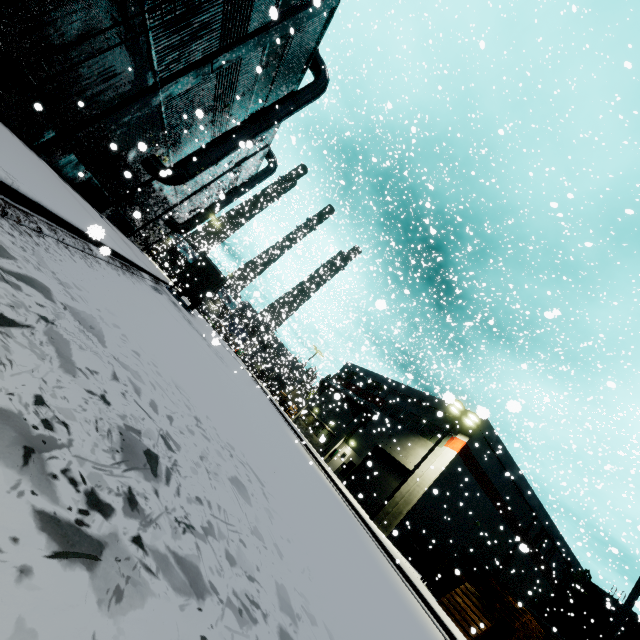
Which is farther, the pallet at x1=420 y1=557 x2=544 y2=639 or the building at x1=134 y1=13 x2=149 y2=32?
the pallet at x1=420 y1=557 x2=544 y2=639

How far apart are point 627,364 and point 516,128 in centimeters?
2579cm

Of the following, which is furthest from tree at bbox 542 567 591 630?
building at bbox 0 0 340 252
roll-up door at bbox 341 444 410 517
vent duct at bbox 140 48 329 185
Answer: vent duct at bbox 140 48 329 185

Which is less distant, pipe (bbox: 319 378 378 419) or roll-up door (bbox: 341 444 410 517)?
roll-up door (bbox: 341 444 410 517)

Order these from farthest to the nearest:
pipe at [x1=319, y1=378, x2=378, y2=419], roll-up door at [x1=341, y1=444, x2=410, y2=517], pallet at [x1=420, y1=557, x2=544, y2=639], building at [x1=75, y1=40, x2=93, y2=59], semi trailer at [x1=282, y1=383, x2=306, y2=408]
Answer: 1. pipe at [x1=319, y1=378, x2=378, y2=419]
2. semi trailer at [x1=282, y1=383, x2=306, y2=408]
3. roll-up door at [x1=341, y1=444, x2=410, y2=517]
4. pallet at [x1=420, y1=557, x2=544, y2=639]
5. building at [x1=75, y1=40, x2=93, y2=59]

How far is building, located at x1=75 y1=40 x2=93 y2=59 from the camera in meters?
8.8

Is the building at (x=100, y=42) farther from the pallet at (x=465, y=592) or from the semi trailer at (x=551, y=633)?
the pallet at (x=465, y=592)

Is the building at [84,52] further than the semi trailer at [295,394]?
No
